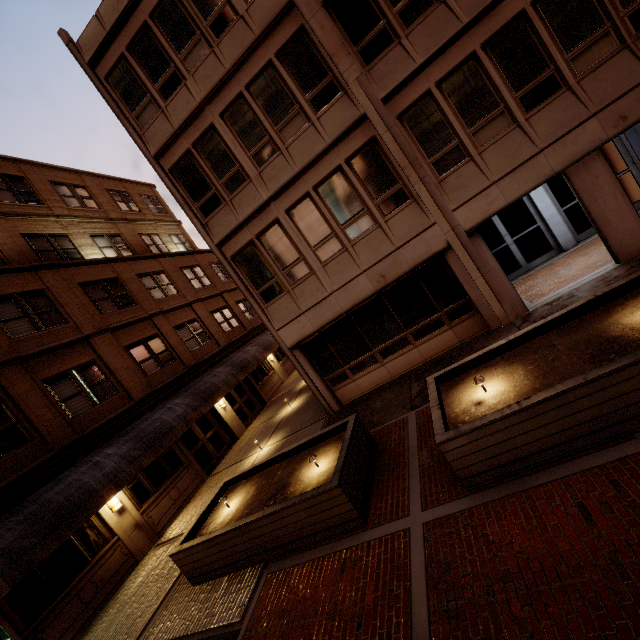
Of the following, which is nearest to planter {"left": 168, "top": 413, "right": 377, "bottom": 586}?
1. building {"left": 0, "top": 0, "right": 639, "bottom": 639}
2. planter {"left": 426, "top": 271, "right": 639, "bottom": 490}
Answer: planter {"left": 426, "top": 271, "right": 639, "bottom": 490}

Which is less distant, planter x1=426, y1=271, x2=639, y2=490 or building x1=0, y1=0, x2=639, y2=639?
planter x1=426, y1=271, x2=639, y2=490

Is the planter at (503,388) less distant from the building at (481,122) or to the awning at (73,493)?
the building at (481,122)

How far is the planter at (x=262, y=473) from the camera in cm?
614

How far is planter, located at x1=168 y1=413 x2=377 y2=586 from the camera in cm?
614

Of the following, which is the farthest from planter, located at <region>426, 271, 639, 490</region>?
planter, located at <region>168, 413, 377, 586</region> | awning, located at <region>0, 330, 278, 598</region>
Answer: awning, located at <region>0, 330, 278, 598</region>

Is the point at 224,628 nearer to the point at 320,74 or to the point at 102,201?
the point at 320,74

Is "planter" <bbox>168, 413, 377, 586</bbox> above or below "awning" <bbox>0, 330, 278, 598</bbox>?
below
